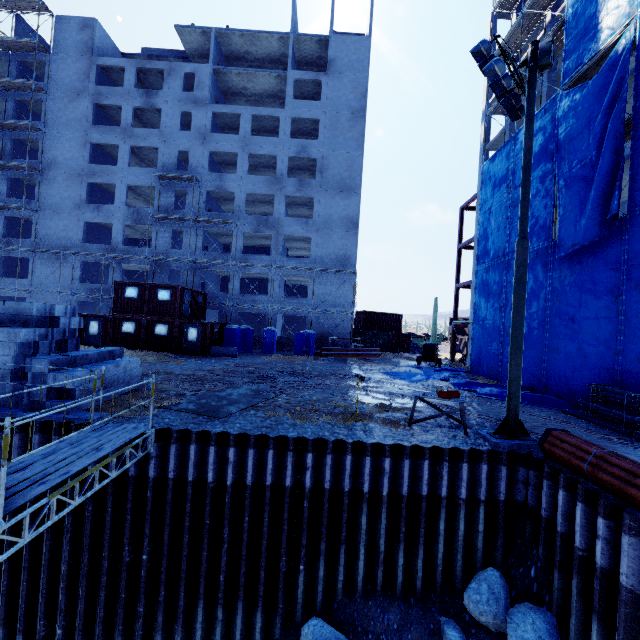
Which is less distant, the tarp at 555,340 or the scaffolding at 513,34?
the tarp at 555,340

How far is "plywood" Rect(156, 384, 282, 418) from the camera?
9.8 meters

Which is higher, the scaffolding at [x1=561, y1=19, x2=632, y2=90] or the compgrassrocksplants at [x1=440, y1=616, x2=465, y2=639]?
the scaffolding at [x1=561, y1=19, x2=632, y2=90]

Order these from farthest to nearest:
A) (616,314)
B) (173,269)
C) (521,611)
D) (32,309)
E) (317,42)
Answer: (173,269)
(317,42)
(616,314)
(32,309)
(521,611)

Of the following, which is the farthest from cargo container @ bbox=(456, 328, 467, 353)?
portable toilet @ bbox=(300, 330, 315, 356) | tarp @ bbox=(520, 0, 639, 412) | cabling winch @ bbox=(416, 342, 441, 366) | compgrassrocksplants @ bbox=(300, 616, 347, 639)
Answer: compgrassrocksplants @ bbox=(300, 616, 347, 639)

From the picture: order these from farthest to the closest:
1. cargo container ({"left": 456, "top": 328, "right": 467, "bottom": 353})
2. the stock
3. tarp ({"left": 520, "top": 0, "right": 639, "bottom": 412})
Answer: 1. cargo container ({"left": 456, "top": 328, "right": 467, "bottom": 353})
2. the stock
3. tarp ({"left": 520, "top": 0, "right": 639, "bottom": 412})

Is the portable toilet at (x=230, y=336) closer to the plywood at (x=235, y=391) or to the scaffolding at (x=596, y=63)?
the plywood at (x=235, y=391)

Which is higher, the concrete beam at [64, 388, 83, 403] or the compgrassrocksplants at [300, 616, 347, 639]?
the concrete beam at [64, 388, 83, 403]
